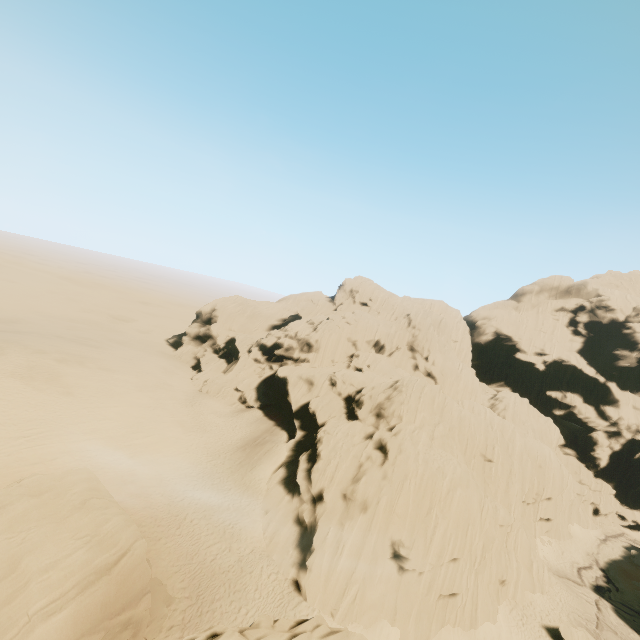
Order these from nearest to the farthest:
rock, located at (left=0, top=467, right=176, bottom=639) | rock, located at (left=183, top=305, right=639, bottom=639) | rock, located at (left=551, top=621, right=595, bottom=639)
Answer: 1. rock, located at (left=0, top=467, right=176, bottom=639)
2. rock, located at (left=183, top=305, right=639, bottom=639)
3. rock, located at (left=551, top=621, right=595, bottom=639)

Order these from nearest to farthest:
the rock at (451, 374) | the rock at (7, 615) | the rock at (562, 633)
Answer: the rock at (7, 615)
the rock at (451, 374)
the rock at (562, 633)

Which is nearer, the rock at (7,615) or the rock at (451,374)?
the rock at (7,615)

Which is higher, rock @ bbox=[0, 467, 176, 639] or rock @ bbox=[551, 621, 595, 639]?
rock @ bbox=[0, 467, 176, 639]

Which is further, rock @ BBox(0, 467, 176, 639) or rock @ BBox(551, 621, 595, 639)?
rock @ BBox(551, 621, 595, 639)

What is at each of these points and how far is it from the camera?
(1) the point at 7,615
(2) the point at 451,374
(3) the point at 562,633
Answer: (1) rock, 13.3 meters
(2) rock, 51.2 meters
(3) rock, 26.8 meters

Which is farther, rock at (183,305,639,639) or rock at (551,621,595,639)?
rock at (551,621,595,639)
